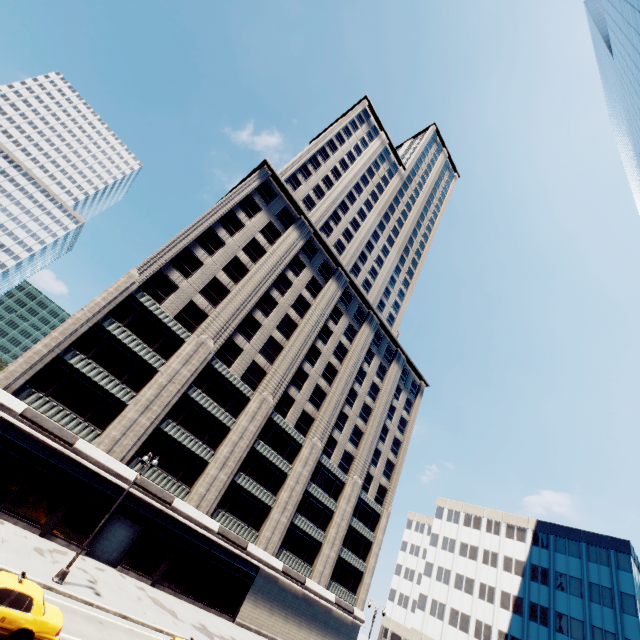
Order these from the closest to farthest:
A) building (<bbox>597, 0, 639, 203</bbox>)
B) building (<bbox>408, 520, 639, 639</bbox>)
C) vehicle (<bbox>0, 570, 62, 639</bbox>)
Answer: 1. vehicle (<bbox>0, 570, 62, 639</bbox>)
2. building (<bbox>597, 0, 639, 203</bbox>)
3. building (<bbox>408, 520, 639, 639</bbox>)

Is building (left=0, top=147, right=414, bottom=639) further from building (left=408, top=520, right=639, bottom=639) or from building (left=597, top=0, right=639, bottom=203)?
building (left=597, top=0, right=639, bottom=203)

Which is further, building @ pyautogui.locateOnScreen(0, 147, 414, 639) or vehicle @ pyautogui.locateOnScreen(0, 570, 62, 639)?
building @ pyautogui.locateOnScreen(0, 147, 414, 639)

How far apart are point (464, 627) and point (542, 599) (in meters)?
14.12

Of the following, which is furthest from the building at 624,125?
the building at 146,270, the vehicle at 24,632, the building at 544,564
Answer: Answer: the building at 146,270

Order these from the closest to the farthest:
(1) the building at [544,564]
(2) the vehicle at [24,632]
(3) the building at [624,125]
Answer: (2) the vehicle at [24,632], (3) the building at [624,125], (1) the building at [544,564]

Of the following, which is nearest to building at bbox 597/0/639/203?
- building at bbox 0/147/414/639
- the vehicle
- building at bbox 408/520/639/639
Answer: the vehicle
